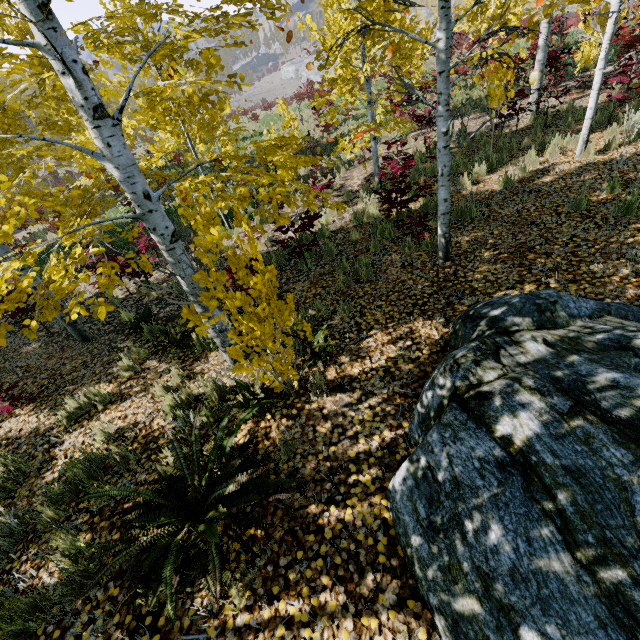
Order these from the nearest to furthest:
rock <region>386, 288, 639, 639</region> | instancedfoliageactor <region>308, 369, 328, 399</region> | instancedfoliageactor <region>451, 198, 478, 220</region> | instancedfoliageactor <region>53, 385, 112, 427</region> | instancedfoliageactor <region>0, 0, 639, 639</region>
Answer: rock <region>386, 288, 639, 639</region> → instancedfoliageactor <region>0, 0, 639, 639</region> → instancedfoliageactor <region>308, 369, 328, 399</region> → instancedfoliageactor <region>53, 385, 112, 427</region> → instancedfoliageactor <region>451, 198, 478, 220</region>

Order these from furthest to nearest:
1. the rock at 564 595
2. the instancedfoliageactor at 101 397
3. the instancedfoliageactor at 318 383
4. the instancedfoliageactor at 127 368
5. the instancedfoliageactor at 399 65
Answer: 1. the instancedfoliageactor at 127 368
2. the instancedfoliageactor at 101 397
3. the instancedfoliageactor at 318 383
4. the instancedfoliageactor at 399 65
5. the rock at 564 595

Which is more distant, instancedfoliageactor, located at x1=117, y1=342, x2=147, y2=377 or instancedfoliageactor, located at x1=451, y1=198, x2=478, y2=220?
instancedfoliageactor, located at x1=451, y1=198, x2=478, y2=220

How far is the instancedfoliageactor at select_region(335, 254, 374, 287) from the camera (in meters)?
5.64

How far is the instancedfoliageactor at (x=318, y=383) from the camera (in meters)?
3.66

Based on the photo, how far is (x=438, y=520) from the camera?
2.1m
